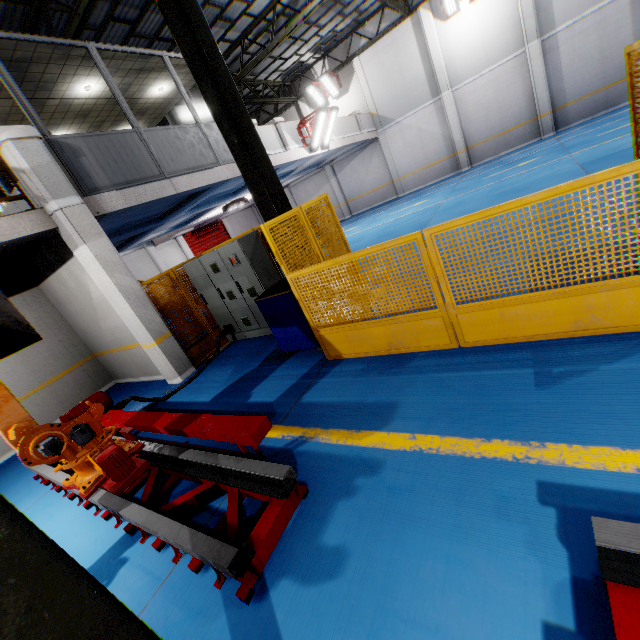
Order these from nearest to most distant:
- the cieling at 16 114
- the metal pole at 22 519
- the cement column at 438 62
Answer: the metal pole at 22 519 < the cieling at 16 114 < the cement column at 438 62

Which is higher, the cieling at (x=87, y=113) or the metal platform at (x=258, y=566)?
the cieling at (x=87, y=113)

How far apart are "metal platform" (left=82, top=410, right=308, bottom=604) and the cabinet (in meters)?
3.04

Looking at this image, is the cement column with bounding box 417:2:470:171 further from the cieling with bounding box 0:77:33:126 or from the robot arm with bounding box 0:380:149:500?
the robot arm with bounding box 0:380:149:500

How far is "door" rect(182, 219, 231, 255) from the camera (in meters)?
21.78

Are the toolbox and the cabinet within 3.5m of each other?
yes

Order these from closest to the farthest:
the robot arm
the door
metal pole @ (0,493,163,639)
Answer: metal pole @ (0,493,163,639) → the robot arm → the door

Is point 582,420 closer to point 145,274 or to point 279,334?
point 279,334
